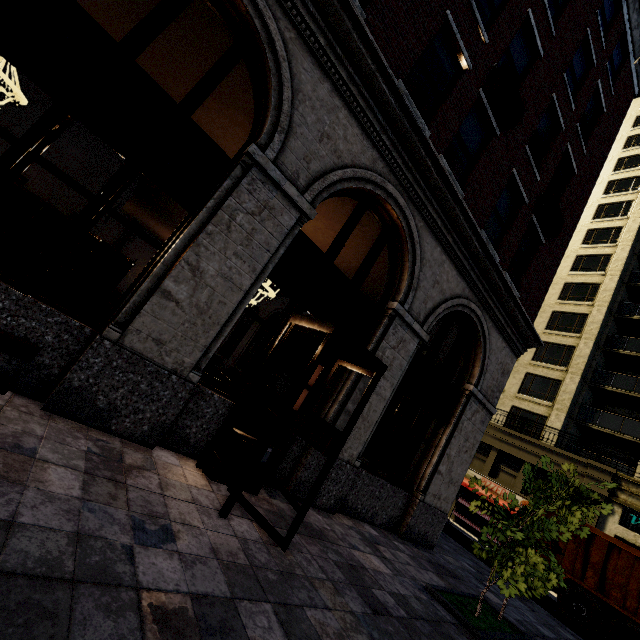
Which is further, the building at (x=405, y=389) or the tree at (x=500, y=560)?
the tree at (x=500, y=560)

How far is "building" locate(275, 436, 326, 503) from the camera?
5.9 meters

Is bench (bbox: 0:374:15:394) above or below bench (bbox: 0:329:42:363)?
below

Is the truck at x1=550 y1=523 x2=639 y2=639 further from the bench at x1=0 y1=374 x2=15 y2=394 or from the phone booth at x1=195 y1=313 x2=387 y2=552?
the bench at x1=0 y1=374 x2=15 y2=394

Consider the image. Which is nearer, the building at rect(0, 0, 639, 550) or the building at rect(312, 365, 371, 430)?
the building at rect(0, 0, 639, 550)

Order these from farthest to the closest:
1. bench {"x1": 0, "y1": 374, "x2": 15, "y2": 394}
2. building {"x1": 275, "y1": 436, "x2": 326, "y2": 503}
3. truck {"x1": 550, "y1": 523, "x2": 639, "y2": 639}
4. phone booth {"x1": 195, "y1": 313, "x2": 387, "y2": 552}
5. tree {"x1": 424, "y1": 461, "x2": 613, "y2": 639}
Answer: truck {"x1": 550, "y1": 523, "x2": 639, "y2": 639}
building {"x1": 275, "y1": 436, "x2": 326, "y2": 503}
tree {"x1": 424, "y1": 461, "x2": 613, "y2": 639}
phone booth {"x1": 195, "y1": 313, "x2": 387, "y2": 552}
bench {"x1": 0, "y1": 374, "x2": 15, "y2": 394}

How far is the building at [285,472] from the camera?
5.89m

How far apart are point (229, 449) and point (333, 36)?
6.56m
